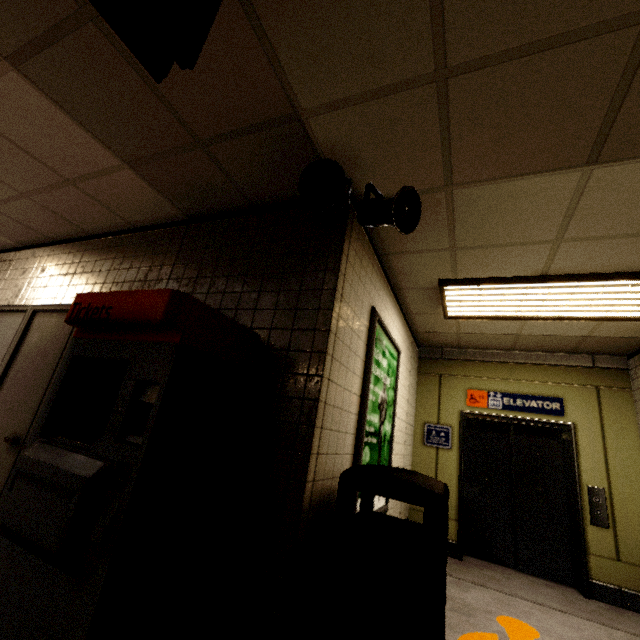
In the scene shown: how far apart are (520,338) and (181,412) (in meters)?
4.55

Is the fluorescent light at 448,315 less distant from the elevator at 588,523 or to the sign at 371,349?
the sign at 371,349

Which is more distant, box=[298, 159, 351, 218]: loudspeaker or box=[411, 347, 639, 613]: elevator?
box=[411, 347, 639, 613]: elevator

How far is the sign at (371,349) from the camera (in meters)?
2.55

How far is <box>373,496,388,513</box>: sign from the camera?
2.97m

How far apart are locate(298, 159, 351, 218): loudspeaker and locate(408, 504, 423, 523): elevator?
3.7 meters

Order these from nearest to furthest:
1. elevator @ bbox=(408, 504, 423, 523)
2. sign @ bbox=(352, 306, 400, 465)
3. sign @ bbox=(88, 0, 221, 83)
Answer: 1. sign @ bbox=(88, 0, 221, 83)
2. sign @ bbox=(352, 306, 400, 465)
3. elevator @ bbox=(408, 504, 423, 523)
